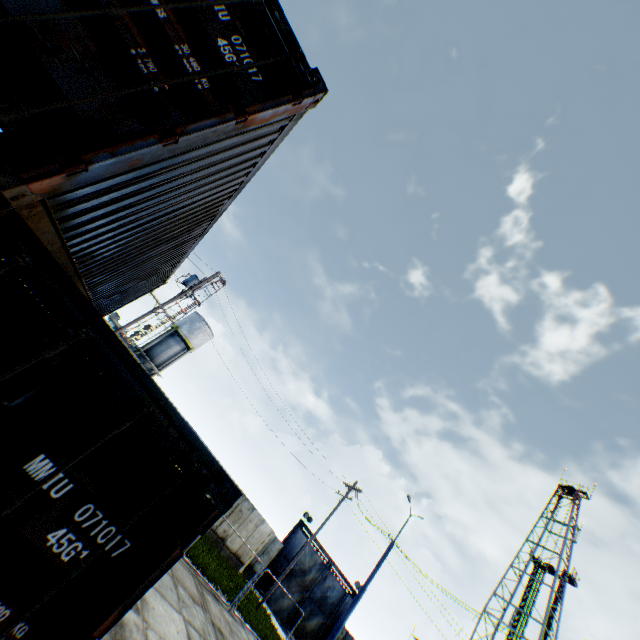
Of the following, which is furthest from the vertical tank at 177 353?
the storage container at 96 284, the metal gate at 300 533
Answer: the storage container at 96 284

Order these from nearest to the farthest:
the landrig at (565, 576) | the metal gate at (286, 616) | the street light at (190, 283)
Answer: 1. the street light at (190, 283)
2. the metal gate at (286, 616)
3. the landrig at (565, 576)

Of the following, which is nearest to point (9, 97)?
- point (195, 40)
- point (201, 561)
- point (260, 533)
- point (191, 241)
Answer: point (195, 40)

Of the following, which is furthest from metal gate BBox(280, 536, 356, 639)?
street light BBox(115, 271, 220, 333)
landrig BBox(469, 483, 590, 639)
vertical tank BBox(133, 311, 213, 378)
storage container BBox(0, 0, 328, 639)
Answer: storage container BBox(0, 0, 328, 639)

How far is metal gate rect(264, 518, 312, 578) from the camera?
27.7m

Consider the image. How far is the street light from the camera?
16.55m
